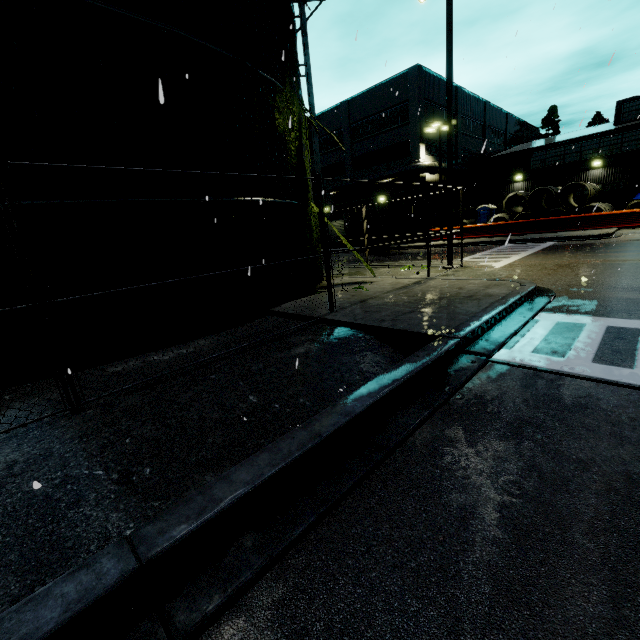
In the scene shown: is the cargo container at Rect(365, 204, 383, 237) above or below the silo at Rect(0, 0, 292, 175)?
below

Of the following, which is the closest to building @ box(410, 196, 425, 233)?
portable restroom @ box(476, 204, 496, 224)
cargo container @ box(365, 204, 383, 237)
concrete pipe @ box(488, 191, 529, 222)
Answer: cargo container @ box(365, 204, 383, 237)

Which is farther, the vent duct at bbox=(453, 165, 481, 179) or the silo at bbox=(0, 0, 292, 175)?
the vent duct at bbox=(453, 165, 481, 179)

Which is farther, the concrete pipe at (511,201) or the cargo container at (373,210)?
the concrete pipe at (511,201)

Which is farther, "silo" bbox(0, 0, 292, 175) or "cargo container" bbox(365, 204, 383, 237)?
"cargo container" bbox(365, 204, 383, 237)

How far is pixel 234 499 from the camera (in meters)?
2.31

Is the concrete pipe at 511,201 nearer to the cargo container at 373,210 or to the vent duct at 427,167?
the cargo container at 373,210

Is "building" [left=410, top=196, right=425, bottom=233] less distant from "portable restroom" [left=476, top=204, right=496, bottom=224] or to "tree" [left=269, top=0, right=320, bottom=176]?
"tree" [left=269, top=0, right=320, bottom=176]
